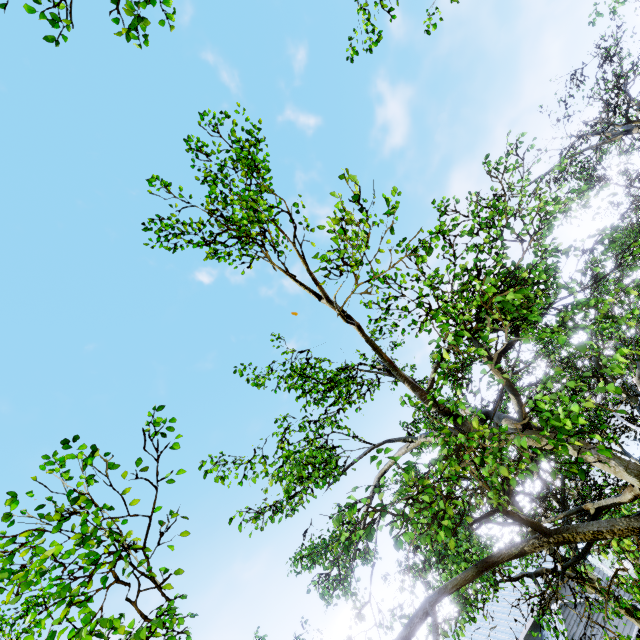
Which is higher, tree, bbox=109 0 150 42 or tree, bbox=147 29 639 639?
tree, bbox=109 0 150 42

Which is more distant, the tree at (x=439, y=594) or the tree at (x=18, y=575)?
the tree at (x=439, y=594)

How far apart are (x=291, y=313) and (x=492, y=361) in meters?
4.8

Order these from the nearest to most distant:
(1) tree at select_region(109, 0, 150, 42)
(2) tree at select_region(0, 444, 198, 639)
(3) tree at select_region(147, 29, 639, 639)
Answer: (2) tree at select_region(0, 444, 198, 639), (3) tree at select_region(147, 29, 639, 639), (1) tree at select_region(109, 0, 150, 42)

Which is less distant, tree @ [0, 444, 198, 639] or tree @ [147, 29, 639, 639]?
tree @ [0, 444, 198, 639]

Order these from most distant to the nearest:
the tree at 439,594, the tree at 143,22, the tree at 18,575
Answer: the tree at 143,22 < the tree at 439,594 < the tree at 18,575
